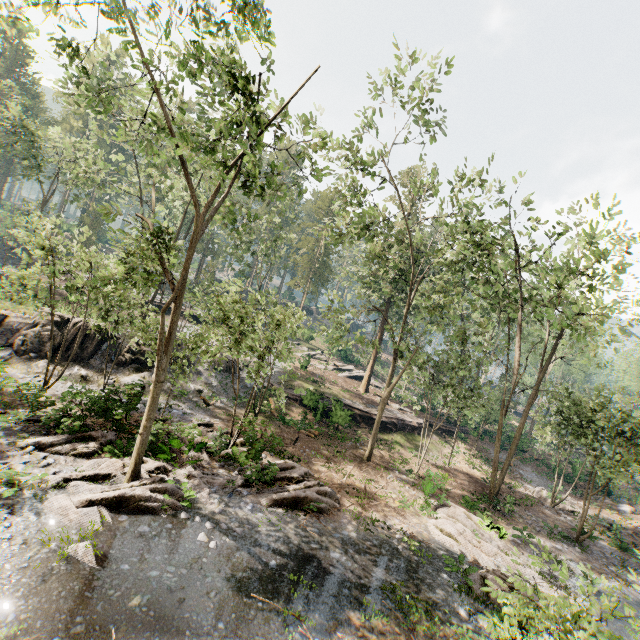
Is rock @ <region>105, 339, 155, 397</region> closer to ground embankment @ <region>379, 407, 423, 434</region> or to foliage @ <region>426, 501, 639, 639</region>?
foliage @ <region>426, 501, 639, 639</region>

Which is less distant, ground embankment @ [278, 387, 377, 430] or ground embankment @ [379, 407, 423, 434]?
ground embankment @ [278, 387, 377, 430]

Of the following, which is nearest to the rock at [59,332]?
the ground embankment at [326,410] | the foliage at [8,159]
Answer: the foliage at [8,159]

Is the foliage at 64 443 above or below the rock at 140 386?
below

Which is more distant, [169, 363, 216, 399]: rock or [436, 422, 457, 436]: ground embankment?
[436, 422, 457, 436]: ground embankment

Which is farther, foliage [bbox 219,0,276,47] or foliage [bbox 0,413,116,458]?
foliage [bbox 0,413,116,458]

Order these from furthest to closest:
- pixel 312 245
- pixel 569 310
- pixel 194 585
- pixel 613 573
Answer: pixel 312 245 < pixel 613 573 < pixel 569 310 < pixel 194 585
